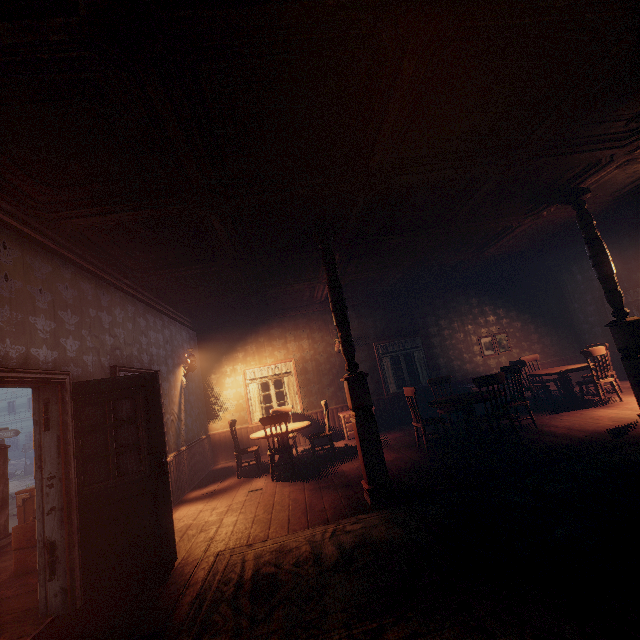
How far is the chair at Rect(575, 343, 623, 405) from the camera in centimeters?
679cm

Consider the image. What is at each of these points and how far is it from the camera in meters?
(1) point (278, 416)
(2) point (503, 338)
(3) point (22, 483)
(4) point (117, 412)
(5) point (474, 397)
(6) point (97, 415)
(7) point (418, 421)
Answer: (1) chair, 6.3
(2) paintings, 10.1
(3) z, 20.6
(4) building, 4.5
(5) table, 6.0
(6) building, 4.1
(7) chair, 6.1

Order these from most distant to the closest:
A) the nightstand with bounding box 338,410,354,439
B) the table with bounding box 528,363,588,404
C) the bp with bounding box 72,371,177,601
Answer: the nightstand with bounding box 338,410,354,439, the table with bounding box 528,363,588,404, the bp with bounding box 72,371,177,601

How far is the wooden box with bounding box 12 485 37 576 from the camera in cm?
411

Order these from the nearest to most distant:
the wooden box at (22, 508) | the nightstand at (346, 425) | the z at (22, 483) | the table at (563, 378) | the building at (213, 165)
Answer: the building at (213, 165) < the wooden box at (22, 508) < the table at (563, 378) < the nightstand at (346, 425) < the z at (22, 483)

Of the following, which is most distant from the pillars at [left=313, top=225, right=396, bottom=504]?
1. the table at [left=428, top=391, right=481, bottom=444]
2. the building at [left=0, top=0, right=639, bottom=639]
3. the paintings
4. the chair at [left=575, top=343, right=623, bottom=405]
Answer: the paintings

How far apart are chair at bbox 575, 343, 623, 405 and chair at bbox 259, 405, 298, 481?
6.4m

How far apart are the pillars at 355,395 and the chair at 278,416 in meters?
2.0
